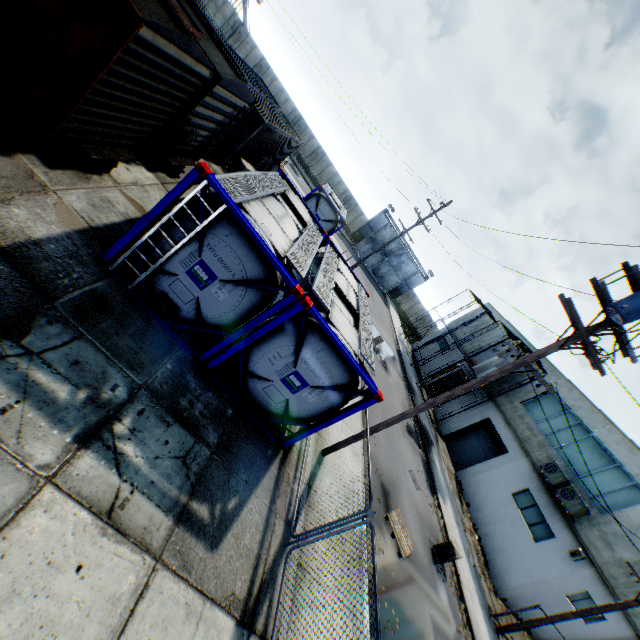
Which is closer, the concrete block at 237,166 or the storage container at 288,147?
the storage container at 288,147

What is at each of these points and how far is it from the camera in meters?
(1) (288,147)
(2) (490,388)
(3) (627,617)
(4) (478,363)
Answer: (1) storage container, 22.9
(2) building, 26.9
(3) building, 16.4
(4) plywood, 26.2

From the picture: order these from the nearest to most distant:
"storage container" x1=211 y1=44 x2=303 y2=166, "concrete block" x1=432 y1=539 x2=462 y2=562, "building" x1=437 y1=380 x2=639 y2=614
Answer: "concrete block" x1=432 y1=539 x2=462 y2=562 → "storage container" x1=211 y1=44 x2=303 y2=166 → "building" x1=437 y1=380 x2=639 y2=614

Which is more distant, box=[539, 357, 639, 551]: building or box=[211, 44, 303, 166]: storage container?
box=[539, 357, 639, 551]: building

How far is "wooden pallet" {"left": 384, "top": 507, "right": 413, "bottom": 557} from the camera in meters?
10.9

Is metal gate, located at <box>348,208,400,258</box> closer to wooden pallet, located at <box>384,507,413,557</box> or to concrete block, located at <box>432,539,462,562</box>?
concrete block, located at <box>432,539,462,562</box>

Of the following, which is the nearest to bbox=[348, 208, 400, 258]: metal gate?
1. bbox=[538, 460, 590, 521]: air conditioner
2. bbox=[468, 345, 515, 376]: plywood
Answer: bbox=[468, 345, 515, 376]: plywood

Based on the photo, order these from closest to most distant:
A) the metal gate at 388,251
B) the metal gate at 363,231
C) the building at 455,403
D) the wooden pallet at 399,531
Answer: the wooden pallet at 399,531 → the building at 455,403 → the metal gate at 363,231 → the metal gate at 388,251
